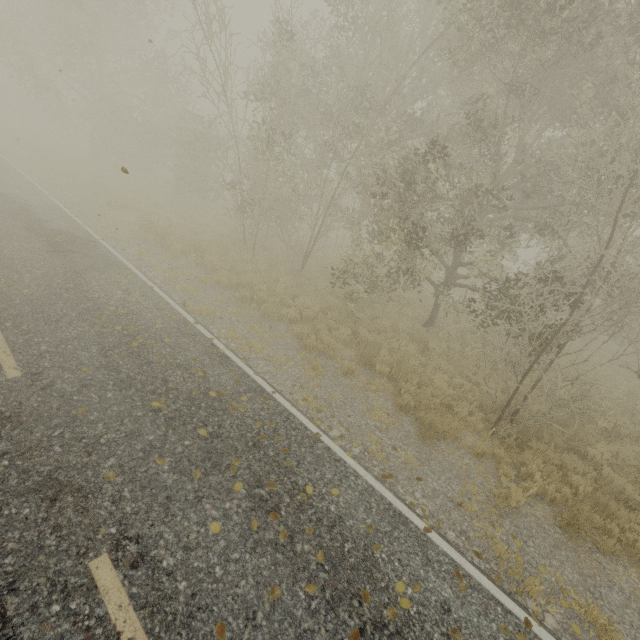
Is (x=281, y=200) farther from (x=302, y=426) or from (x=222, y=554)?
(x=222, y=554)
